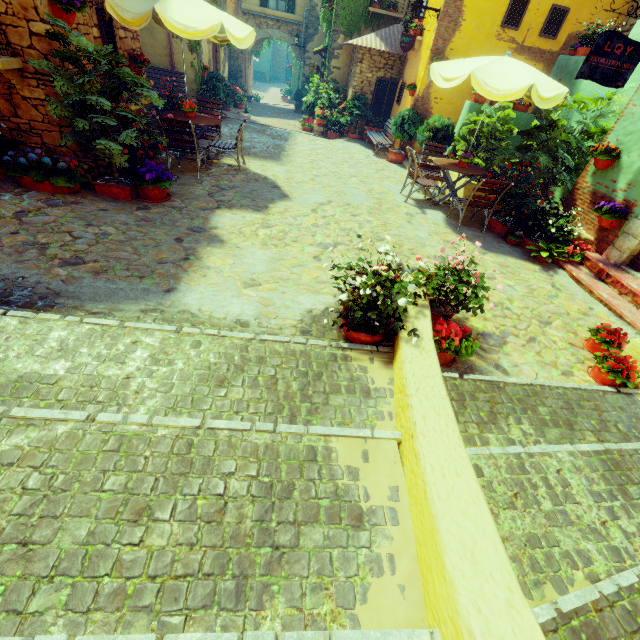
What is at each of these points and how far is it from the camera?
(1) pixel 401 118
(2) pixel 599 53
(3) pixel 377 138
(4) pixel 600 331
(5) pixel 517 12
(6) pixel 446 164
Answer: (1) flower pot, 10.61m
(2) sign post, 4.86m
(3) bench, 12.07m
(4) flower pot, 3.96m
(5) window, 9.33m
(6) table, 7.27m

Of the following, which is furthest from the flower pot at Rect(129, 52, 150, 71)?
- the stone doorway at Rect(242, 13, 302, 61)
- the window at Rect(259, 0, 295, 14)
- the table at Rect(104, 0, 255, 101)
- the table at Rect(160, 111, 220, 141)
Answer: the stone doorway at Rect(242, 13, 302, 61)

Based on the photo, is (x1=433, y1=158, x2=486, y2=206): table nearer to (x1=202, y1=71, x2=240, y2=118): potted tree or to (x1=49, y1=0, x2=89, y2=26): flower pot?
(x1=49, y1=0, x2=89, y2=26): flower pot

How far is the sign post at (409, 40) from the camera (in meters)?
9.99

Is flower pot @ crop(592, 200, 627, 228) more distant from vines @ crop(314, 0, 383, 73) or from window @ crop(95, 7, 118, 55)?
vines @ crop(314, 0, 383, 73)

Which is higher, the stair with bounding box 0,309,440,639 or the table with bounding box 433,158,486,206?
the table with bounding box 433,158,486,206

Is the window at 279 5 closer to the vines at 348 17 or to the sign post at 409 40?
the vines at 348 17

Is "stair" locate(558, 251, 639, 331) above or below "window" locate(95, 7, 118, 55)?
below
